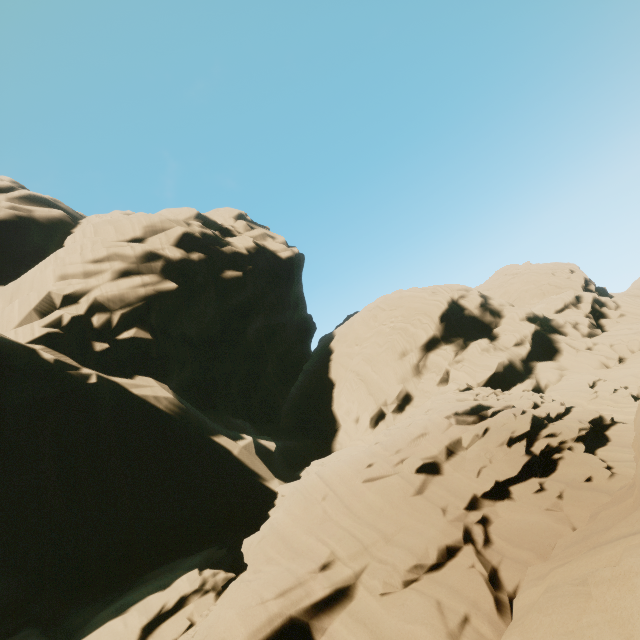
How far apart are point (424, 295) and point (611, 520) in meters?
21.3
